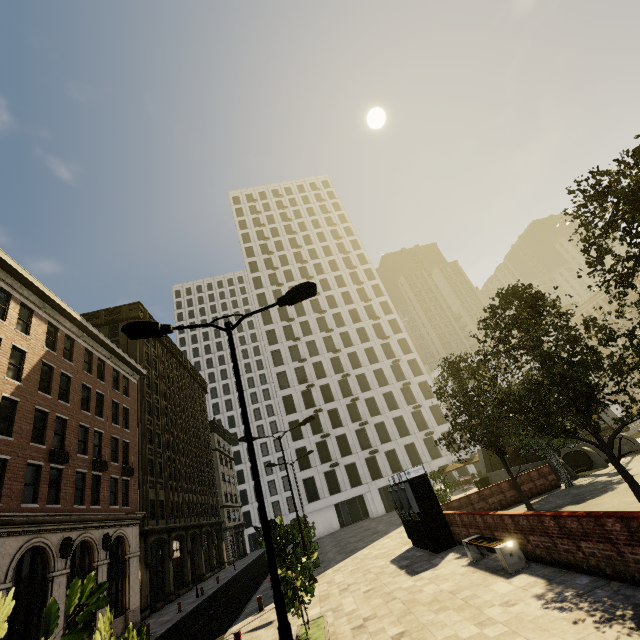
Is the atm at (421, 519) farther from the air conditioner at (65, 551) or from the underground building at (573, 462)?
the air conditioner at (65, 551)

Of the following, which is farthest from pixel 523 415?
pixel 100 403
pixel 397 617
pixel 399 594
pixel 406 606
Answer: pixel 100 403

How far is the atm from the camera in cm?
1384

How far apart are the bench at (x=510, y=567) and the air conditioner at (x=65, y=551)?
20.3 meters

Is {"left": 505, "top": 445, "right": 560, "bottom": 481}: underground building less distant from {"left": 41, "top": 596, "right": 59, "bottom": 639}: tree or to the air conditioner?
{"left": 41, "top": 596, "right": 59, "bottom": 639}: tree

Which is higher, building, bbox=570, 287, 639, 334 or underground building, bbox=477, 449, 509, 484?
building, bbox=570, 287, 639, 334

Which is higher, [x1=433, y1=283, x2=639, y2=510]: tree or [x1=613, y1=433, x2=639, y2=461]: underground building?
[x1=433, y1=283, x2=639, y2=510]: tree

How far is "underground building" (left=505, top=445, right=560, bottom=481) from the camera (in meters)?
20.72
